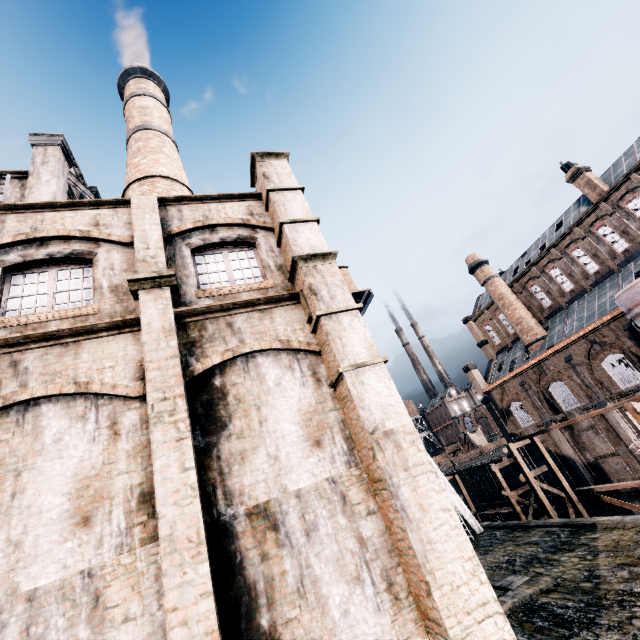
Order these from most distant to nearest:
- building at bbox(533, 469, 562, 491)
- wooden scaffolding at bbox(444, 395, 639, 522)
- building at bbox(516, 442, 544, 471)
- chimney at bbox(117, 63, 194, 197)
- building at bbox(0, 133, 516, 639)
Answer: building at bbox(516, 442, 544, 471) < building at bbox(533, 469, 562, 491) < chimney at bbox(117, 63, 194, 197) < wooden scaffolding at bbox(444, 395, 639, 522) < building at bbox(0, 133, 516, 639)

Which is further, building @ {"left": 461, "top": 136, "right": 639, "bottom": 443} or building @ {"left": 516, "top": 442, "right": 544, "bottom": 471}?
building @ {"left": 516, "top": 442, "right": 544, "bottom": 471}

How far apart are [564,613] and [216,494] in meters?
10.9 m

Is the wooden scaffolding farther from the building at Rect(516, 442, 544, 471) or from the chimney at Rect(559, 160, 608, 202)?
the chimney at Rect(559, 160, 608, 202)

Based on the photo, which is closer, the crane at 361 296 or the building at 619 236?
the crane at 361 296

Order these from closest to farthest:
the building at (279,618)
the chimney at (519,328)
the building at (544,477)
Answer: the building at (279,618) < the building at (544,477) < the chimney at (519,328)

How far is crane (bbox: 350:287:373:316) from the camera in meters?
25.5 m
